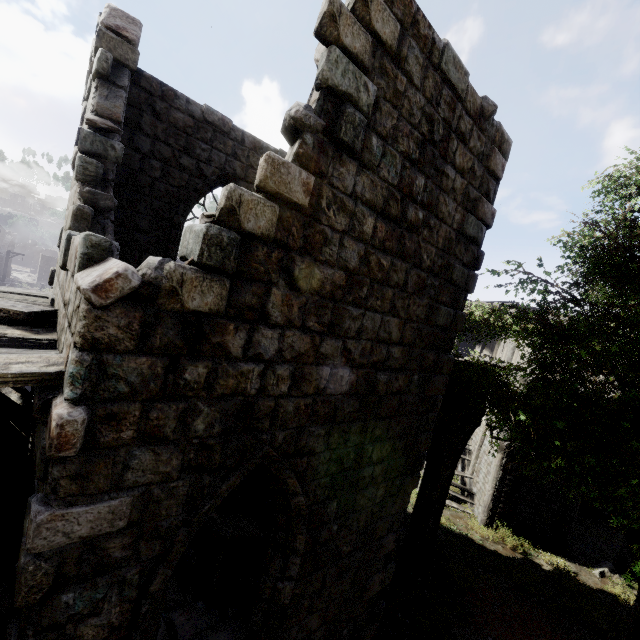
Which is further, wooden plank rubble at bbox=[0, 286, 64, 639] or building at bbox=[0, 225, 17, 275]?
building at bbox=[0, 225, 17, 275]

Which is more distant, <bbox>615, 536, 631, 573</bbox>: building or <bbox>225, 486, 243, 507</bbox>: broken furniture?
<bbox>615, 536, 631, 573</bbox>: building

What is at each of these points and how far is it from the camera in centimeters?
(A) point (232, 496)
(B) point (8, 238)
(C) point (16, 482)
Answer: (A) broken furniture, 829cm
(B) building, 4969cm
(C) wooden plank rubble, 422cm

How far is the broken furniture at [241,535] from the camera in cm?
617

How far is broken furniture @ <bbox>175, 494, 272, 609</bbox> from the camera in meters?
6.2 m

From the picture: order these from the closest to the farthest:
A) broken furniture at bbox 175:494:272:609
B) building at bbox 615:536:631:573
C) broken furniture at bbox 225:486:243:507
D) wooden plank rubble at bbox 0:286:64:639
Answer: wooden plank rubble at bbox 0:286:64:639
broken furniture at bbox 175:494:272:609
broken furniture at bbox 225:486:243:507
building at bbox 615:536:631:573

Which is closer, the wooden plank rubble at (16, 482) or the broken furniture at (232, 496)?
the wooden plank rubble at (16, 482)

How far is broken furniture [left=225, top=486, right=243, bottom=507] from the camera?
8.17m
